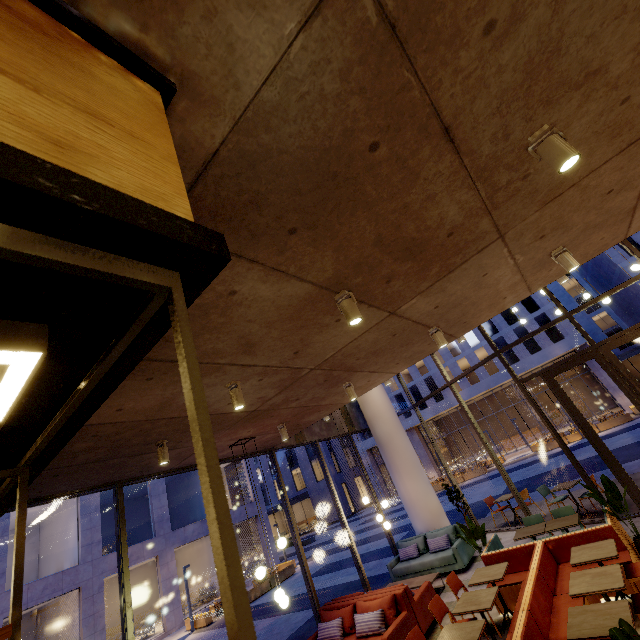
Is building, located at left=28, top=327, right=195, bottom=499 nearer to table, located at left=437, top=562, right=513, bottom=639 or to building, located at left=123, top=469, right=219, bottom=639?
table, located at left=437, top=562, right=513, bottom=639

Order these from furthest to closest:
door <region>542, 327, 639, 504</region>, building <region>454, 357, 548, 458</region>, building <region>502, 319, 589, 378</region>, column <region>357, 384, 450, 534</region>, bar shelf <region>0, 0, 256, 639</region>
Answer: building <region>454, 357, 548, 458</region> → building <region>502, 319, 589, 378</region> → column <region>357, 384, 450, 534</region> → door <region>542, 327, 639, 504</region> → bar shelf <region>0, 0, 256, 639</region>

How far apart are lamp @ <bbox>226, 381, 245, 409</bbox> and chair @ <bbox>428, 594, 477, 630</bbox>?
4.7 meters

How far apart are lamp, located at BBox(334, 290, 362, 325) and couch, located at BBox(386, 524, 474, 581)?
8.7m

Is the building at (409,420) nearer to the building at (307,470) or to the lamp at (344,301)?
the building at (307,470)

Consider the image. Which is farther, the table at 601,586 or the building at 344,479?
the building at 344,479

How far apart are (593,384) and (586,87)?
40.2m

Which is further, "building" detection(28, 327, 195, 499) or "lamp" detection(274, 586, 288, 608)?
"lamp" detection(274, 586, 288, 608)
